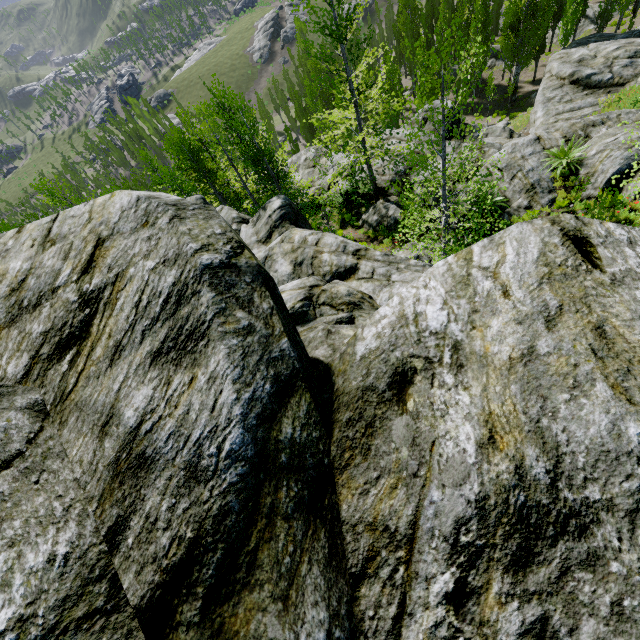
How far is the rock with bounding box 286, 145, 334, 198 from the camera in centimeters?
2330cm

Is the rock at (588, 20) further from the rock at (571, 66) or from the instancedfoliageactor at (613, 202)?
the rock at (571, 66)

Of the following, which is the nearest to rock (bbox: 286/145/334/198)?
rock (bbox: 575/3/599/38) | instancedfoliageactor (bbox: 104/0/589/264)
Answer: instancedfoliageactor (bbox: 104/0/589/264)

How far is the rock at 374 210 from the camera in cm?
1756

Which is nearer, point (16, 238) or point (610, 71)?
point (16, 238)

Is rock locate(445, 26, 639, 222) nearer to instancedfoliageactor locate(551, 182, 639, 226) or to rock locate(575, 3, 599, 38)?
instancedfoliageactor locate(551, 182, 639, 226)
